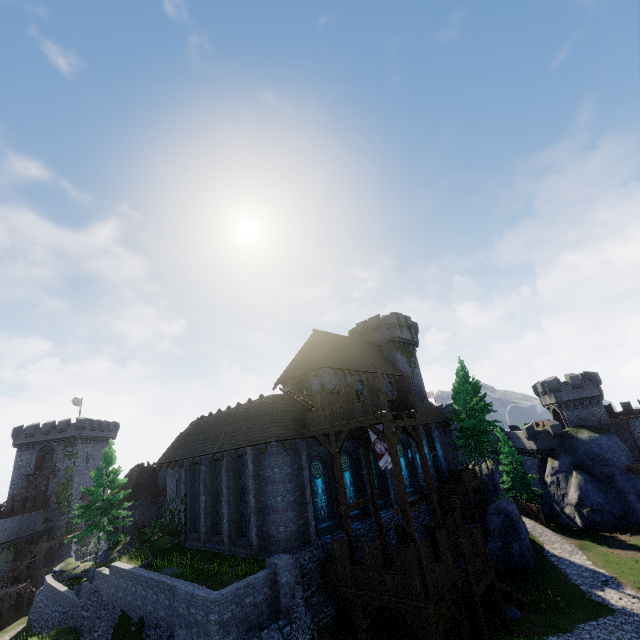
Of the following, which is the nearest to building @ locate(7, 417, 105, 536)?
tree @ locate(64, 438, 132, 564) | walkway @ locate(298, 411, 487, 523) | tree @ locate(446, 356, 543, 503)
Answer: tree @ locate(64, 438, 132, 564)

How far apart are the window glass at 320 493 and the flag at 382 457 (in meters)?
4.08

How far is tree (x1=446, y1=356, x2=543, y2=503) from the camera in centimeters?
3381cm

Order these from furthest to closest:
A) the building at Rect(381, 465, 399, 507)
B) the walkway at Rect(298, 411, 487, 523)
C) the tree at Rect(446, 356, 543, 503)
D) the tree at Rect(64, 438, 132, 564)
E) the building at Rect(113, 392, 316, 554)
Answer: the tree at Rect(446, 356, 543, 503) → the tree at Rect(64, 438, 132, 564) → the building at Rect(381, 465, 399, 507) → the building at Rect(113, 392, 316, 554) → the walkway at Rect(298, 411, 487, 523)

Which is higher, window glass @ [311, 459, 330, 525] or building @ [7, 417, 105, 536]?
building @ [7, 417, 105, 536]

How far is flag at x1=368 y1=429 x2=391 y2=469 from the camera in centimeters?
1890cm

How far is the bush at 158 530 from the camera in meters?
28.1 m

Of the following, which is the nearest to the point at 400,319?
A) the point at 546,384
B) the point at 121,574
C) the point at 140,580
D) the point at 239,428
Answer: the point at 546,384
